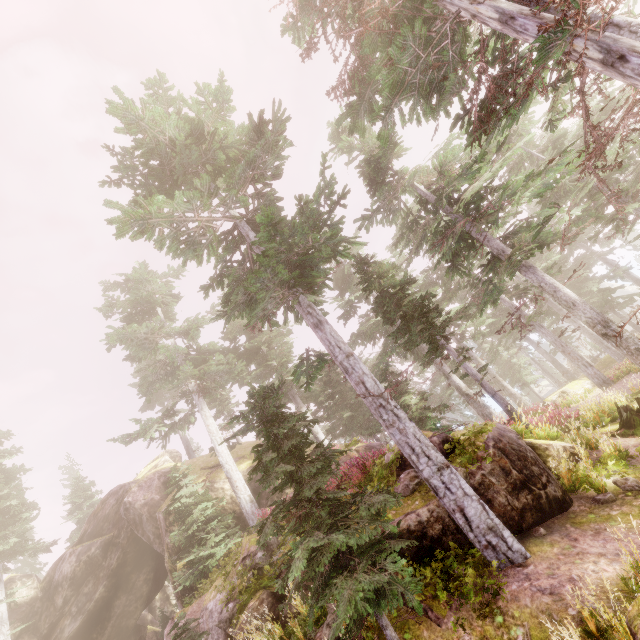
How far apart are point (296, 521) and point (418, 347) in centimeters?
2060cm

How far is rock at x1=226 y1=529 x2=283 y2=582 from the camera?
10.7 meters

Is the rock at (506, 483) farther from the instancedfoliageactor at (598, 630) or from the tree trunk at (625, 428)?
the tree trunk at (625, 428)

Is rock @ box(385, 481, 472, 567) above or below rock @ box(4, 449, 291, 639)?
below

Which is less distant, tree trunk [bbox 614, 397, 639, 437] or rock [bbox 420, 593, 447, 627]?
rock [bbox 420, 593, 447, 627]

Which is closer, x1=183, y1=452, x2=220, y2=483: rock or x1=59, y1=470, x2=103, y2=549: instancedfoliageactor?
x1=183, y1=452, x2=220, y2=483: rock
